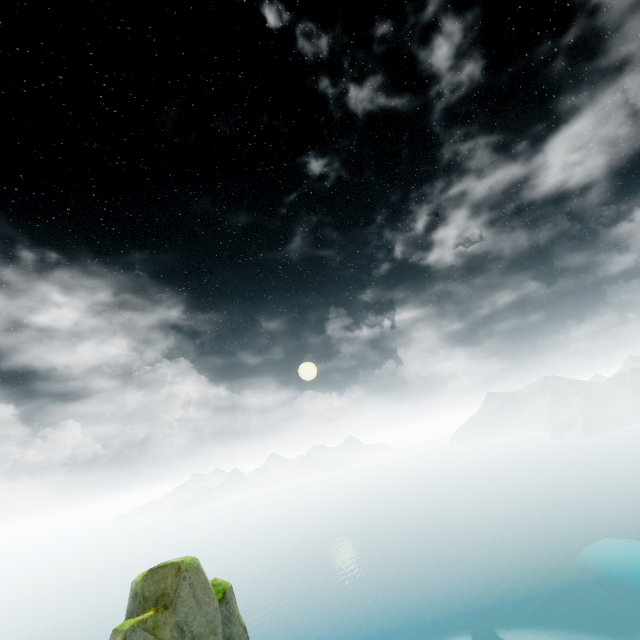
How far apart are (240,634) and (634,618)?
89.46m
